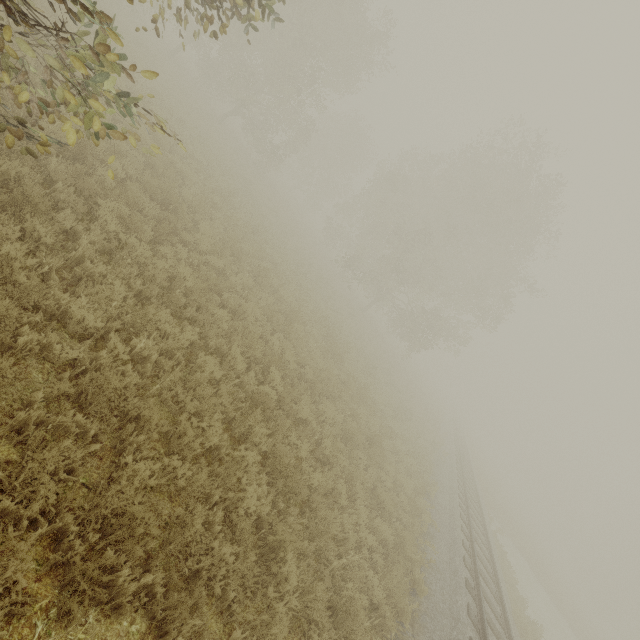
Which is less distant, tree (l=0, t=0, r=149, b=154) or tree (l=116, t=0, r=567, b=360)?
tree (l=0, t=0, r=149, b=154)

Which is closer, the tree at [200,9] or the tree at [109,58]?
the tree at [109,58]

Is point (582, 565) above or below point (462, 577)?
above
